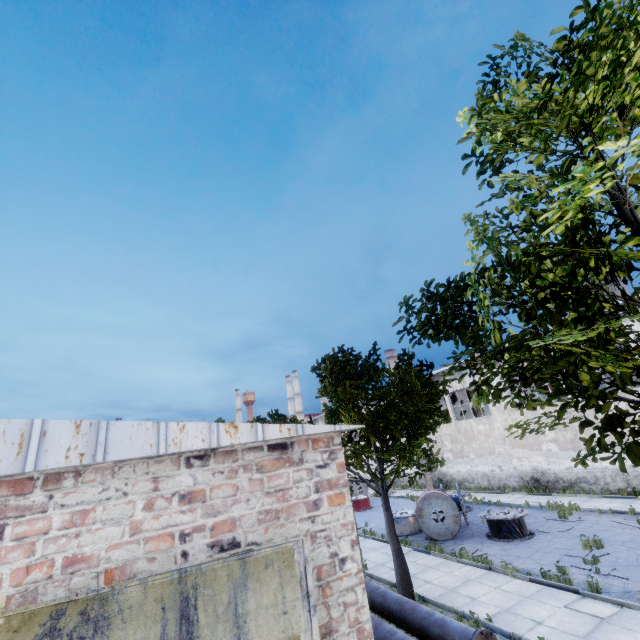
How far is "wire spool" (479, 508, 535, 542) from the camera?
14.0 meters

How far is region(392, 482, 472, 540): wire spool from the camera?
15.5 meters

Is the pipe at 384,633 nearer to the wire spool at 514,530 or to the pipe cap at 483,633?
the pipe cap at 483,633

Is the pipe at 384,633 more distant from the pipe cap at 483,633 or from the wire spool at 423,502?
the wire spool at 423,502

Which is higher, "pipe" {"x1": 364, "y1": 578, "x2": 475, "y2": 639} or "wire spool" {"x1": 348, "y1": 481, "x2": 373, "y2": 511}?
"pipe" {"x1": 364, "y1": 578, "x2": 475, "y2": 639}

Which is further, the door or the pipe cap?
the pipe cap

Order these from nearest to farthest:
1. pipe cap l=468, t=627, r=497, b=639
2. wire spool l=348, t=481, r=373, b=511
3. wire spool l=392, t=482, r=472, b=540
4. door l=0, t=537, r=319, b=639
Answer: door l=0, t=537, r=319, b=639, pipe cap l=468, t=627, r=497, b=639, wire spool l=392, t=482, r=472, b=540, wire spool l=348, t=481, r=373, b=511

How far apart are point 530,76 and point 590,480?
22.9 meters
